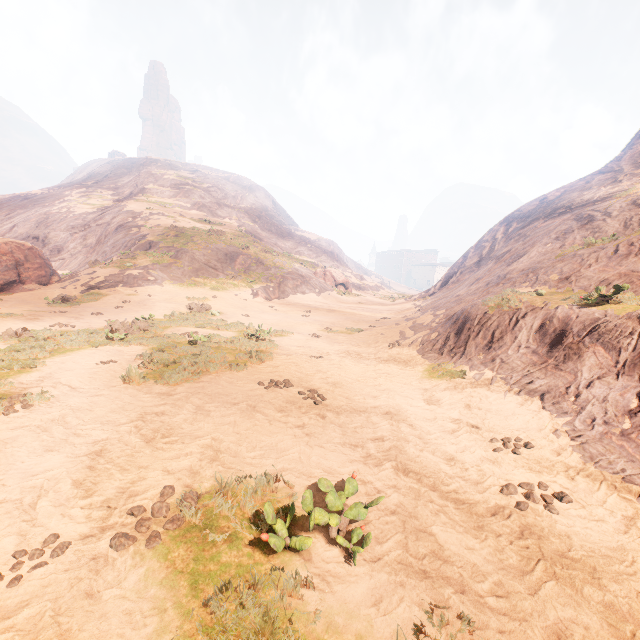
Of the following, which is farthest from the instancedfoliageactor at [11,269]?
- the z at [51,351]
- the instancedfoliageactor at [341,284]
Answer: the instancedfoliageactor at [341,284]

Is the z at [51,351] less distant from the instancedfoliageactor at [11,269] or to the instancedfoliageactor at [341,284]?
the instancedfoliageactor at [341,284]

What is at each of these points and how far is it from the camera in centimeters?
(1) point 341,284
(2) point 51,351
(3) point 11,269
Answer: (1) instancedfoliageactor, 4019cm
(2) z, 895cm
(3) instancedfoliageactor, 1866cm

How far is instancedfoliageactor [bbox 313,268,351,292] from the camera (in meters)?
38.96

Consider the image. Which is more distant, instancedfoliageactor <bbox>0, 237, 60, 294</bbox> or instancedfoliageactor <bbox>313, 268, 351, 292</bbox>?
instancedfoliageactor <bbox>313, 268, 351, 292</bbox>

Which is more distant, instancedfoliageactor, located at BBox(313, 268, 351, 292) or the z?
instancedfoliageactor, located at BBox(313, 268, 351, 292)

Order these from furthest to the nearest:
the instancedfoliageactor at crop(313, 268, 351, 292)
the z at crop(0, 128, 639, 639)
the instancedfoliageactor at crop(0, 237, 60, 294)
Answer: the instancedfoliageactor at crop(313, 268, 351, 292)
the instancedfoliageactor at crop(0, 237, 60, 294)
the z at crop(0, 128, 639, 639)

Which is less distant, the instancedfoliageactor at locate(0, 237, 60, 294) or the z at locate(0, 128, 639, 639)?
the z at locate(0, 128, 639, 639)
